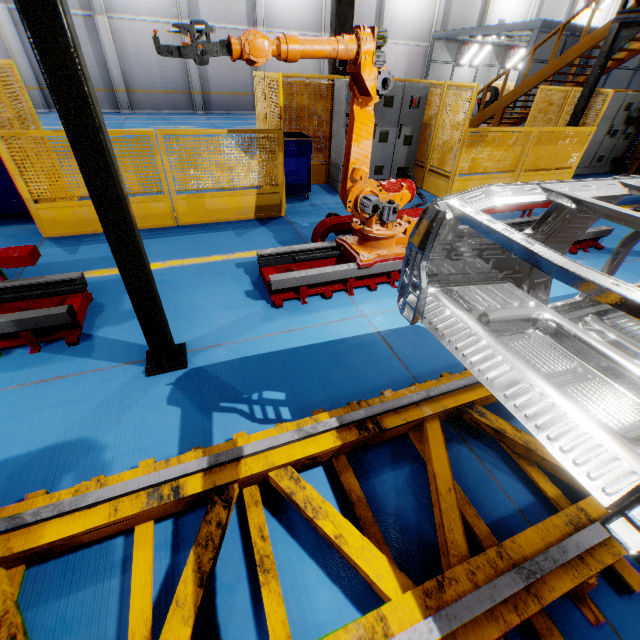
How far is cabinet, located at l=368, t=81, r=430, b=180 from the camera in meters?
7.0 m

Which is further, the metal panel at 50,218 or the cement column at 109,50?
the cement column at 109,50

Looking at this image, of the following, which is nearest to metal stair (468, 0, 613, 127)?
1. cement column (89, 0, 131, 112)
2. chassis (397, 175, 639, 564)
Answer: chassis (397, 175, 639, 564)

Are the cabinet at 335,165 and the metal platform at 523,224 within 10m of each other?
yes

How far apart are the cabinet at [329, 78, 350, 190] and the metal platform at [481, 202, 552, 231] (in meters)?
3.02

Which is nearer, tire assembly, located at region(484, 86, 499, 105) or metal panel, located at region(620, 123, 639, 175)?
metal panel, located at region(620, 123, 639, 175)

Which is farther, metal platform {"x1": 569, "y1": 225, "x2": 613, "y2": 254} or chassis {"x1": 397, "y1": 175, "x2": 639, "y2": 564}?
metal platform {"x1": 569, "y1": 225, "x2": 613, "y2": 254}

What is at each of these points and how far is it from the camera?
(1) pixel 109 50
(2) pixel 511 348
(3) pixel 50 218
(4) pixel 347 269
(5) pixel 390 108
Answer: (1) cement column, 16.58m
(2) chassis, 1.77m
(3) metal panel, 5.06m
(4) metal platform, 3.97m
(5) cabinet, 7.12m
